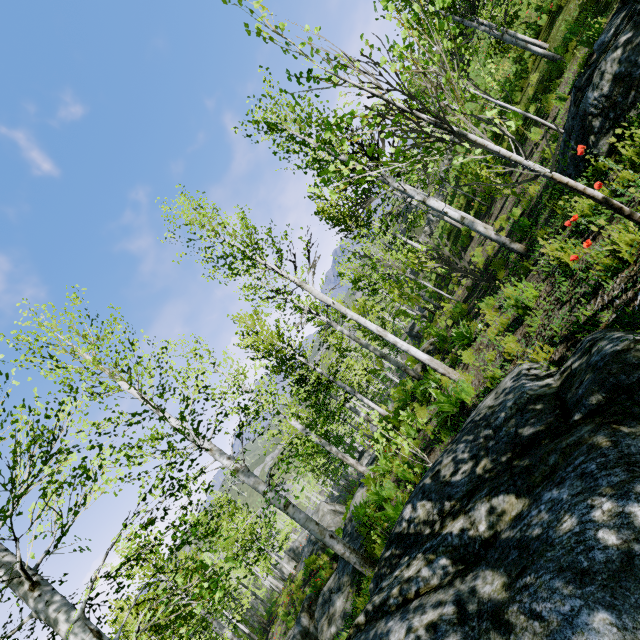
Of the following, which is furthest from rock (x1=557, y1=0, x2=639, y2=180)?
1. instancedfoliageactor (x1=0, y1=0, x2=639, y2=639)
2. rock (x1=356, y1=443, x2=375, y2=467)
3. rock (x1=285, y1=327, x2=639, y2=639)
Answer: rock (x1=356, y1=443, x2=375, y2=467)

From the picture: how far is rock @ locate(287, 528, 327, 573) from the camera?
18.1 meters

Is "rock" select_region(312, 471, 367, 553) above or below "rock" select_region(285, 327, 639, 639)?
below

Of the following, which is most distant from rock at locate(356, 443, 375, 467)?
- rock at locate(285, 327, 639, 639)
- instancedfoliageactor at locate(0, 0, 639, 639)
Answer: instancedfoliageactor at locate(0, 0, 639, 639)

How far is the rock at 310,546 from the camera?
18.1m

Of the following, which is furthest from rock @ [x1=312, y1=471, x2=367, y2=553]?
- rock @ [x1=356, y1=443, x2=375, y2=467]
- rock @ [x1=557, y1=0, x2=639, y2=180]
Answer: A: rock @ [x1=557, y1=0, x2=639, y2=180]

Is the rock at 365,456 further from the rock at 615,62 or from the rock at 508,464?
the rock at 615,62

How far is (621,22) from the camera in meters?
4.8
